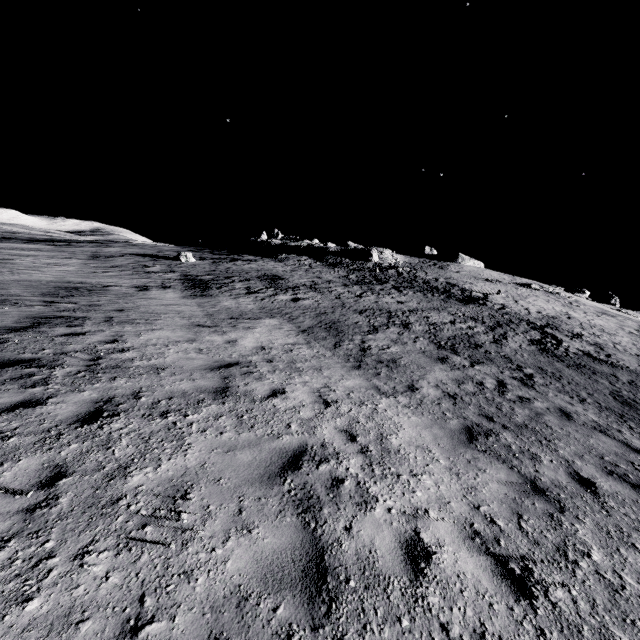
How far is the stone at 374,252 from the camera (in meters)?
44.42

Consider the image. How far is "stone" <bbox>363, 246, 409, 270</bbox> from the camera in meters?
44.4

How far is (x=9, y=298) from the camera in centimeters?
1073cm
